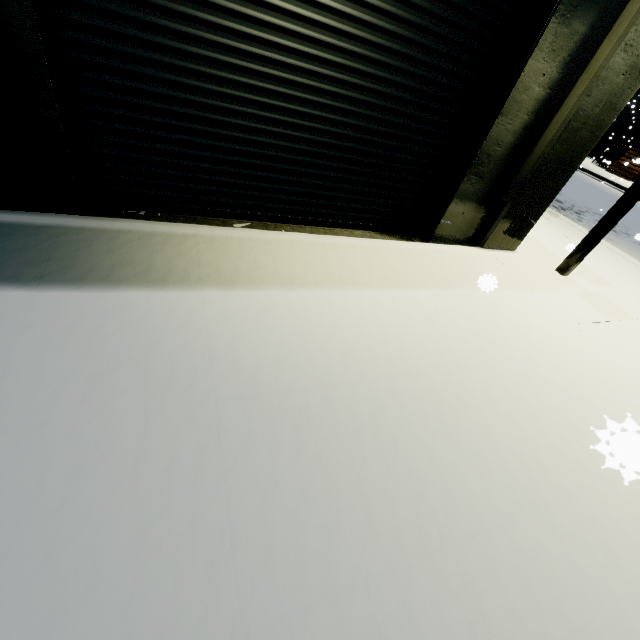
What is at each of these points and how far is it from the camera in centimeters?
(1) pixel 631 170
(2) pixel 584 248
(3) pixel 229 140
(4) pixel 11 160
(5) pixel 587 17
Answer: (1) pallet, 2369cm
(2) light, 558cm
(3) roll-up door, 383cm
(4) building, 306cm
(5) building, 381cm

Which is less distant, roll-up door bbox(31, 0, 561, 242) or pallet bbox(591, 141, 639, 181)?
roll-up door bbox(31, 0, 561, 242)

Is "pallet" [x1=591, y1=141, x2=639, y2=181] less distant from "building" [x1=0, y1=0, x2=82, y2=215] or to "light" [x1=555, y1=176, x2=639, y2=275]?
"building" [x1=0, y1=0, x2=82, y2=215]

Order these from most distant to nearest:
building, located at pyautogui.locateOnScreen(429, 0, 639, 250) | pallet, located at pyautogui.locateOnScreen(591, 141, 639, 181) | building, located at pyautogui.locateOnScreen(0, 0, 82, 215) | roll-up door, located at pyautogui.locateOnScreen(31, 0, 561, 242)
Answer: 1. pallet, located at pyautogui.locateOnScreen(591, 141, 639, 181)
2. building, located at pyautogui.locateOnScreen(429, 0, 639, 250)
3. roll-up door, located at pyautogui.locateOnScreen(31, 0, 561, 242)
4. building, located at pyautogui.locateOnScreen(0, 0, 82, 215)

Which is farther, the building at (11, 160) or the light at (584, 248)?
the light at (584, 248)

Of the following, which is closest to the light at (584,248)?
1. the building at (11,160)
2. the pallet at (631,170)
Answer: the building at (11,160)

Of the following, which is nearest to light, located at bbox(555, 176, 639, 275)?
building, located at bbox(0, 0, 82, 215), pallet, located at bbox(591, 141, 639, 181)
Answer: building, located at bbox(0, 0, 82, 215)

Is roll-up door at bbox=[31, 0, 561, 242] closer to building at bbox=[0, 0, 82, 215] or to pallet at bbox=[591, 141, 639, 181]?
building at bbox=[0, 0, 82, 215]
